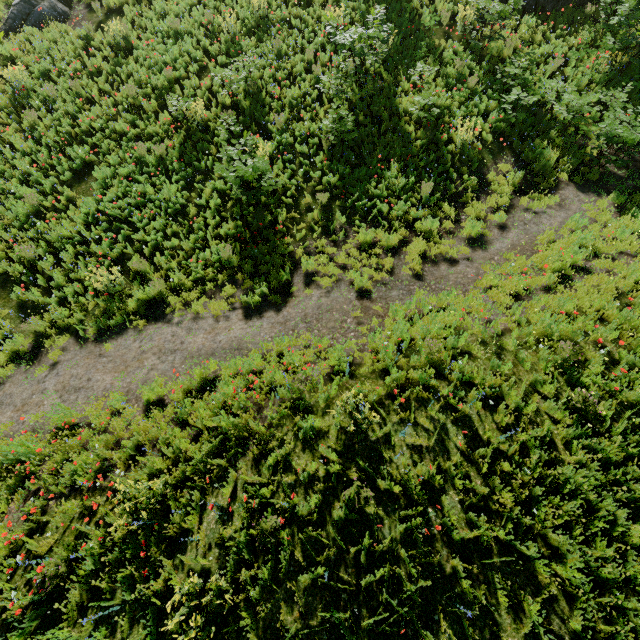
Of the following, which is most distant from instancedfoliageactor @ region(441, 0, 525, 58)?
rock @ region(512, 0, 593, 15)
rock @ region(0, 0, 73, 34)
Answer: rock @ region(0, 0, 73, 34)

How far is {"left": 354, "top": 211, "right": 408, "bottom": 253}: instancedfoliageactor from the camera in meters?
8.5 m

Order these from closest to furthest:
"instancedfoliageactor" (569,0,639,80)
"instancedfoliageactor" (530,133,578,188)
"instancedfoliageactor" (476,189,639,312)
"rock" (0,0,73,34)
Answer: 1. "instancedfoliageactor" (476,189,639,312)
2. "instancedfoliageactor" (530,133,578,188)
3. "instancedfoliageactor" (569,0,639,80)
4. "rock" (0,0,73,34)

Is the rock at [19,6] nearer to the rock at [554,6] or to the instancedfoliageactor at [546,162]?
the instancedfoliageactor at [546,162]

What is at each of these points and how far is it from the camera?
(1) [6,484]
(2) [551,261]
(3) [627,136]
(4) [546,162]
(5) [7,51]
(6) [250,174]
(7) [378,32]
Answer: (1) instancedfoliageactor, 5.55m
(2) instancedfoliageactor, 7.34m
(3) instancedfoliageactor, 8.29m
(4) instancedfoliageactor, 9.38m
(5) instancedfoliageactor, 12.27m
(6) instancedfoliageactor, 8.40m
(7) instancedfoliageactor, 9.70m

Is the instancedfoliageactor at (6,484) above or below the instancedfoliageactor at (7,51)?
below

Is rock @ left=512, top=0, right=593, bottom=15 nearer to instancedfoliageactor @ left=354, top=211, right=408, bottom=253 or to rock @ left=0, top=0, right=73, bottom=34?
instancedfoliageactor @ left=354, top=211, right=408, bottom=253
